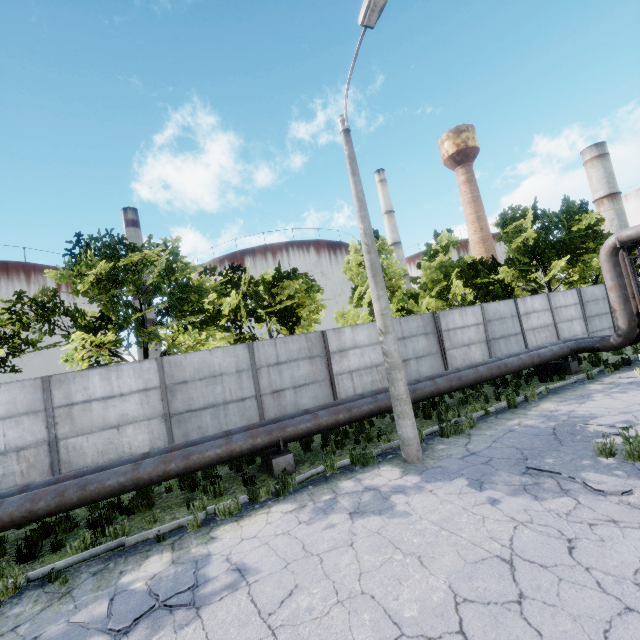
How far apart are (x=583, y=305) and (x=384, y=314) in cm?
1865

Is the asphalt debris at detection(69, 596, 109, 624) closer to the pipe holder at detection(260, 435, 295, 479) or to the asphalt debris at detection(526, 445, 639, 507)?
the pipe holder at detection(260, 435, 295, 479)

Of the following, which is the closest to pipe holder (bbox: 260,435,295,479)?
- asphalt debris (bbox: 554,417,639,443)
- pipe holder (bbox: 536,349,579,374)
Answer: asphalt debris (bbox: 554,417,639,443)

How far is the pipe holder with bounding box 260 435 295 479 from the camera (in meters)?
8.22

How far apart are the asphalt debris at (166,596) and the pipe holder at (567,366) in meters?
15.2

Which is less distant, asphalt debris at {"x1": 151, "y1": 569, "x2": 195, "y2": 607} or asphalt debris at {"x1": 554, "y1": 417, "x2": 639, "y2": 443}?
asphalt debris at {"x1": 151, "y1": 569, "x2": 195, "y2": 607}

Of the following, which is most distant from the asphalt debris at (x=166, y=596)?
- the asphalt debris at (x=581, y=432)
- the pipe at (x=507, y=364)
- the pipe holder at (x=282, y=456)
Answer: the asphalt debris at (x=581, y=432)

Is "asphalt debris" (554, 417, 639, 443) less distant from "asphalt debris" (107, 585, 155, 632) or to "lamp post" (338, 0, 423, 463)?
"lamp post" (338, 0, 423, 463)
